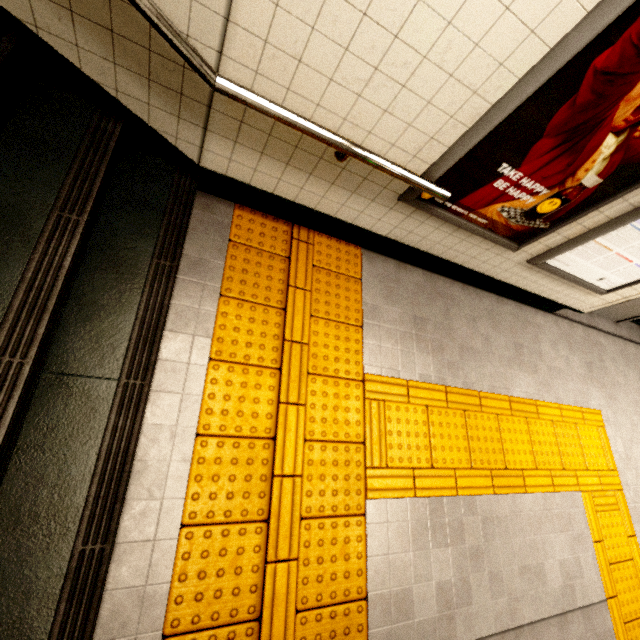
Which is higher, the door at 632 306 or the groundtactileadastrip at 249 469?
the door at 632 306

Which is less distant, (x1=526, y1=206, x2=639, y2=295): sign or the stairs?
the stairs

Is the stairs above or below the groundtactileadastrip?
above

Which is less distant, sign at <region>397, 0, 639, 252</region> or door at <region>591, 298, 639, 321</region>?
sign at <region>397, 0, 639, 252</region>

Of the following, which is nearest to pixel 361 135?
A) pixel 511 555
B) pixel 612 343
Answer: pixel 511 555

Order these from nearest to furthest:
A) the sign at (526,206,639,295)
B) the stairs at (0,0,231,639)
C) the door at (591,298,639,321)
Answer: the stairs at (0,0,231,639) → the sign at (526,206,639,295) → the door at (591,298,639,321)

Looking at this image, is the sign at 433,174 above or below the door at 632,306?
above

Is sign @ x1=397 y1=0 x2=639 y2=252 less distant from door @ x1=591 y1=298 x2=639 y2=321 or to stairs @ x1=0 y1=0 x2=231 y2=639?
stairs @ x1=0 y1=0 x2=231 y2=639
